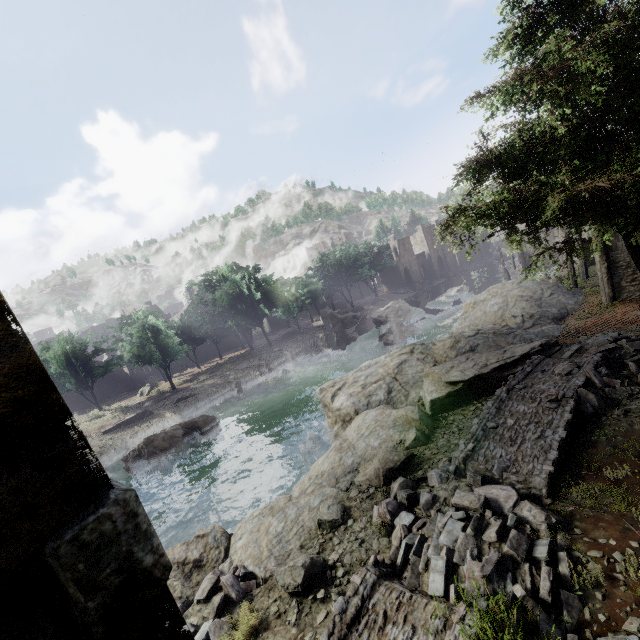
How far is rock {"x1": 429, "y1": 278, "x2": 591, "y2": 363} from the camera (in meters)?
15.35

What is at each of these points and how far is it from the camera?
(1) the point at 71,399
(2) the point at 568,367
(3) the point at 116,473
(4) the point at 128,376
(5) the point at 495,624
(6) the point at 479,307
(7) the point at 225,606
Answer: (1) building, 38.8 meters
(2) rubble, 10.0 meters
(3) rubble, 21.4 meters
(4) building, 43.9 meters
(5) rubble, 4.0 meters
(6) rock, 23.7 meters
(7) rubble, 7.1 meters

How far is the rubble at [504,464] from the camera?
7.1 meters

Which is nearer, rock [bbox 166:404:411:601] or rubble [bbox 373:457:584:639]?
rubble [bbox 373:457:584:639]

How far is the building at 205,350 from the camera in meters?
51.8

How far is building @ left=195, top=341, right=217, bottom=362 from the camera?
51.84m

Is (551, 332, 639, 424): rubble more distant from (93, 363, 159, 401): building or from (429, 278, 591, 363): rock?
(93, 363, 159, 401): building

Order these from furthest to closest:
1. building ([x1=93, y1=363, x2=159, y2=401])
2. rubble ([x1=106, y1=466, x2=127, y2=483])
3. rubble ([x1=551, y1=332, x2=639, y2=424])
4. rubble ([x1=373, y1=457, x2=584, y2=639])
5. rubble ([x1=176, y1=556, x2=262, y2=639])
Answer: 1. building ([x1=93, y1=363, x2=159, y2=401])
2. rubble ([x1=106, y1=466, x2=127, y2=483])
3. rubble ([x1=551, y1=332, x2=639, y2=424])
4. rubble ([x1=176, y1=556, x2=262, y2=639])
5. rubble ([x1=373, y1=457, x2=584, y2=639])
